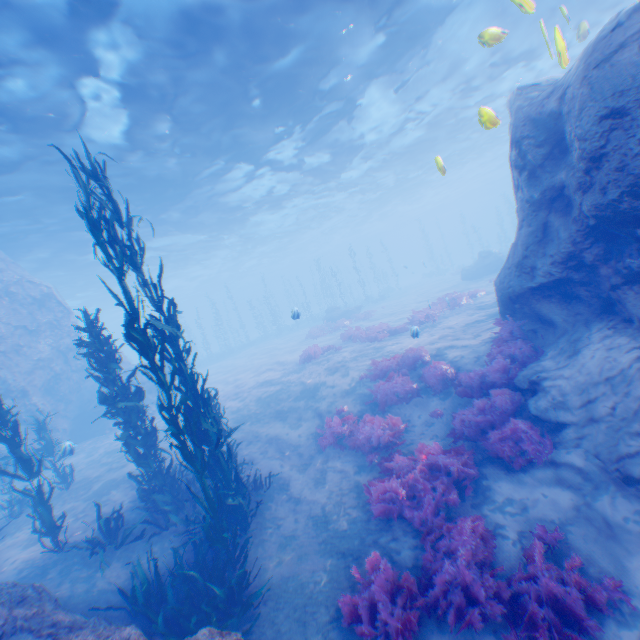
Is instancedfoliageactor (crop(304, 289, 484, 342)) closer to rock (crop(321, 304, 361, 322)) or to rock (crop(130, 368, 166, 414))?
rock (crop(130, 368, 166, 414))

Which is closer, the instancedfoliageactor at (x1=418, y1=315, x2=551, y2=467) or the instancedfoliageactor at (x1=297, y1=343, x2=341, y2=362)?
the instancedfoliageactor at (x1=418, y1=315, x2=551, y2=467)

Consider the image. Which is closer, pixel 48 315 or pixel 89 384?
pixel 48 315

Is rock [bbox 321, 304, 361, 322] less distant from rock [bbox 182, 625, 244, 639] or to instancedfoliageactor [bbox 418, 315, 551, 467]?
rock [bbox 182, 625, 244, 639]

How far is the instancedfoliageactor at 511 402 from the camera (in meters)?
6.73

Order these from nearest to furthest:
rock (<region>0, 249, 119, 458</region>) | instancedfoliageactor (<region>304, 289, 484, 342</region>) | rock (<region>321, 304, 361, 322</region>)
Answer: rock (<region>0, 249, 119, 458</region>) → instancedfoliageactor (<region>304, 289, 484, 342</region>) → rock (<region>321, 304, 361, 322</region>)

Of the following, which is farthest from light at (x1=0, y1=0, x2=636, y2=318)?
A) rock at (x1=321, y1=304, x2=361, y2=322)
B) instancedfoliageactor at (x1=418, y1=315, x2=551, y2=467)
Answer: rock at (x1=321, y1=304, x2=361, y2=322)

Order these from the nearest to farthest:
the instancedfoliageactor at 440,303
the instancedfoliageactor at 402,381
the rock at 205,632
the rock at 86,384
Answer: the rock at 205,632
the instancedfoliageactor at 402,381
the rock at 86,384
the instancedfoliageactor at 440,303
